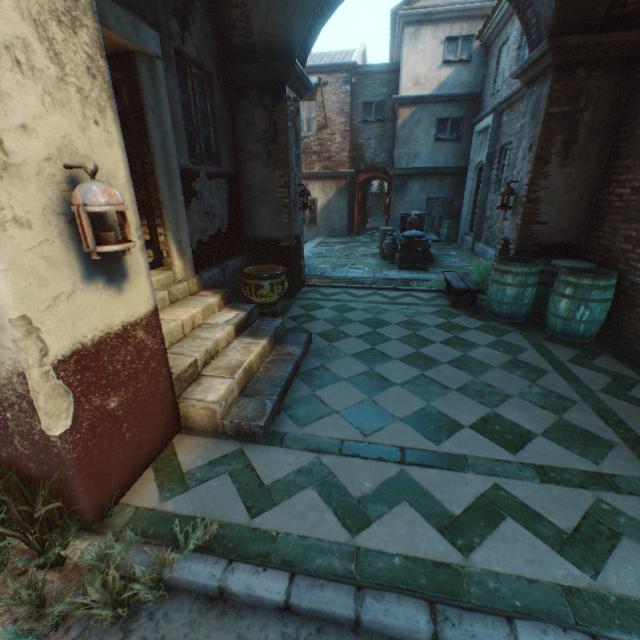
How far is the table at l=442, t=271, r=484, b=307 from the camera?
5.73m

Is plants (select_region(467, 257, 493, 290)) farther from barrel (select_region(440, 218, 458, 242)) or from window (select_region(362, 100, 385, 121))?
window (select_region(362, 100, 385, 121))

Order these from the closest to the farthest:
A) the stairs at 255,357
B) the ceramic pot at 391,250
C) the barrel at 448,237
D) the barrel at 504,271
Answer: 1. the stairs at 255,357
2. the barrel at 504,271
3. the ceramic pot at 391,250
4. the barrel at 448,237

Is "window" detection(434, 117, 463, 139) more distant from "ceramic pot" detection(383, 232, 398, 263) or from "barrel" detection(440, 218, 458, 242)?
"ceramic pot" detection(383, 232, 398, 263)

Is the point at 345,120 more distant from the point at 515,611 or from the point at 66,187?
the point at 515,611

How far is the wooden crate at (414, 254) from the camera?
8.67m

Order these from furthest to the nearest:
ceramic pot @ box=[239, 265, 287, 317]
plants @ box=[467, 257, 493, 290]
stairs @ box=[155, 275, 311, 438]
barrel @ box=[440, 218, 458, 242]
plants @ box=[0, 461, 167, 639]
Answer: barrel @ box=[440, 218, 458, 242], plants @ box=[467, 257, 493, 290], ceramic pot @ box=[239, 265, 287, 317], stairs @ box=[155, 275, 311, 438], plants @ box=[0, 461, 167, 639]

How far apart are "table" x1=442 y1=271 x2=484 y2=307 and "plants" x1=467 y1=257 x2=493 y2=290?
0.13m
